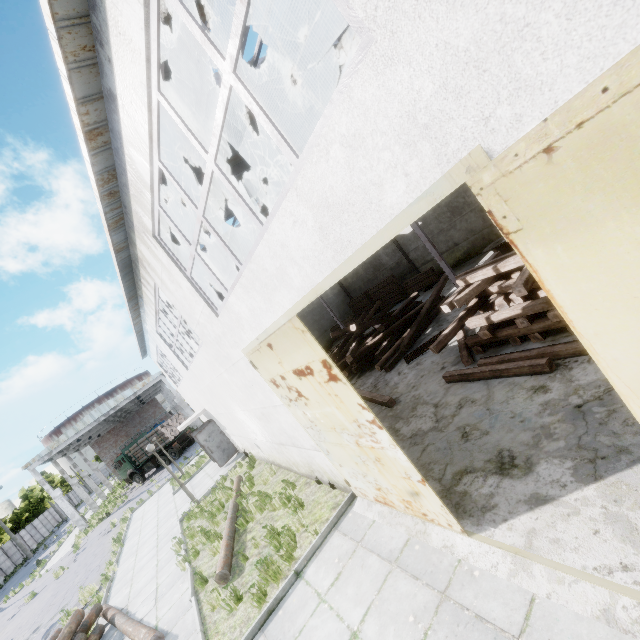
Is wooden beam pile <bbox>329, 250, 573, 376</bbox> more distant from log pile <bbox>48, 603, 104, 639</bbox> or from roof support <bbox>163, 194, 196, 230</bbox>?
log pile <bbox>48, 603, 104, 639</bbox>

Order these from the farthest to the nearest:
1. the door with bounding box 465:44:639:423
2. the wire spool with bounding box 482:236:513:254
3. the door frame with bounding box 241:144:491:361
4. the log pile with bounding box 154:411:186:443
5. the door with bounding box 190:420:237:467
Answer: the log pile with bounding box 154:411:186:443
the door with bounding box 190:420:237:467
the wire spool with bounding box 482:236:513:254
the door frame with bounding box 241:144:491:361
the door with bounding box 465:44:639:423

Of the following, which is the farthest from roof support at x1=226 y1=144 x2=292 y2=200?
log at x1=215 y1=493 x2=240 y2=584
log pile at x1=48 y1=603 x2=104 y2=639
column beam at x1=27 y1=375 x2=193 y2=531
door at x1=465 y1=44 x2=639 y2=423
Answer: column beam at x1=27 y1=375 x2=193 y2=531

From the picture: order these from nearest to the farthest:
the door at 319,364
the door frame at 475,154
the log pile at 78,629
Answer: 1. the door frame at 475,154
2. the door at 319,364
3. the log pile at 78,629

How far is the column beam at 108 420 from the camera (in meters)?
29.53

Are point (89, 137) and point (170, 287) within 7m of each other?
yes

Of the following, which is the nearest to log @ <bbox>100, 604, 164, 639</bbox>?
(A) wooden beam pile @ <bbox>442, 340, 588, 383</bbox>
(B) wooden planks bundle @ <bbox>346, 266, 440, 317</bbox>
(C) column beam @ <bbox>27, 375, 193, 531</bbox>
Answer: (A) wooden beam pile @ <bbox>442, 340, 588, 383</bbox>

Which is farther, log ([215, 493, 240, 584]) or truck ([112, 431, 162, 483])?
truck ([112, 431, 162, 483])
